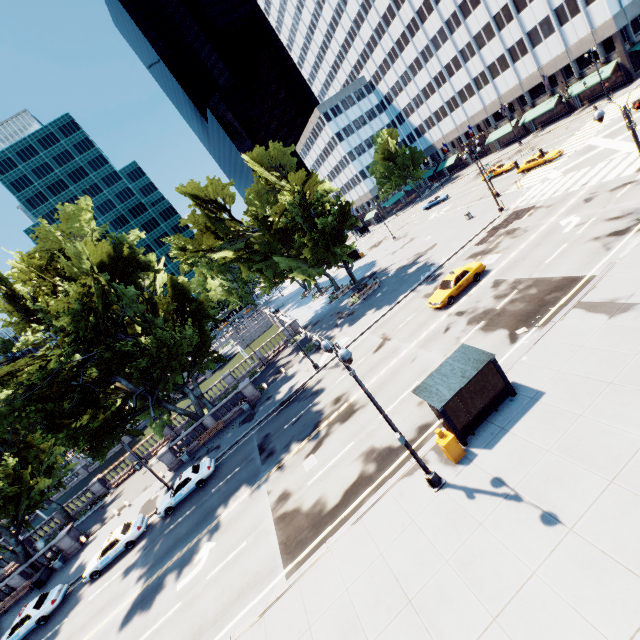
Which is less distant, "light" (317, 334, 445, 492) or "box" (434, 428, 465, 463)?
"light" (317, 334, 445, 492)

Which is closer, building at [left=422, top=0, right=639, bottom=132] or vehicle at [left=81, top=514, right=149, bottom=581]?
vehicle at [left=81, top=514, right=149, bottom=581]

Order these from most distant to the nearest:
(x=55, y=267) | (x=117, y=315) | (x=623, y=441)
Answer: (x=117, y=315)
(x=55, y=267)
(x=623, y=441)

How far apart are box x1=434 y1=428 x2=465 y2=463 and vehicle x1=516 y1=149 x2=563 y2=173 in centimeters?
4040cm

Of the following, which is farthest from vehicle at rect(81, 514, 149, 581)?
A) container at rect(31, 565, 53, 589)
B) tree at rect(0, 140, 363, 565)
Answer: container at rect(31, 565, 53, 589)

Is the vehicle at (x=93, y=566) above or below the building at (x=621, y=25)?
below

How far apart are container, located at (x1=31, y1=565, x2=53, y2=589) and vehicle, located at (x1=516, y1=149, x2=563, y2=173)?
66.9 meters

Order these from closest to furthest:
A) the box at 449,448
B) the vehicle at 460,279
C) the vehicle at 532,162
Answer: the box at 449,448, the vehicle at 460,279, the vehicle at 532,162
